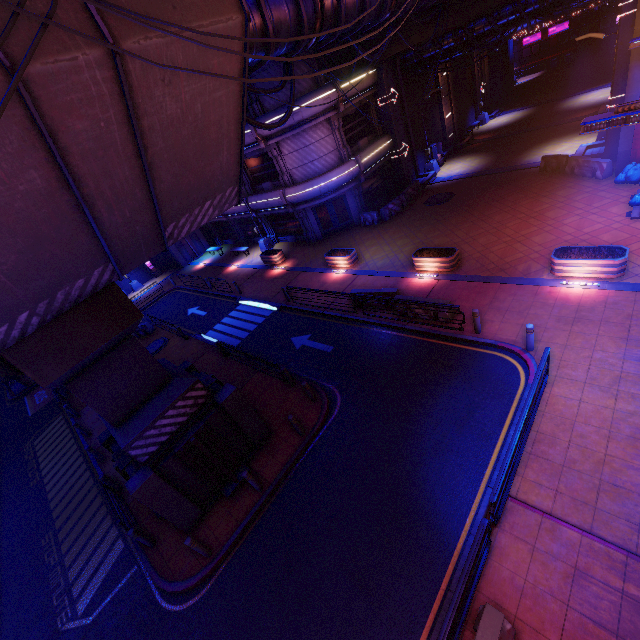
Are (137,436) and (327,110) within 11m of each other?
no

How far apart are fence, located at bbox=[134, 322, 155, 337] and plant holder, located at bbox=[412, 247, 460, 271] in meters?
19.2 m

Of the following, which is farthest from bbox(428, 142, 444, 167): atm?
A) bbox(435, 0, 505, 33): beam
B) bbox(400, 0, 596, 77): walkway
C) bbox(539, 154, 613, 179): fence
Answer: bbox(539, 154, 613, 179): fence

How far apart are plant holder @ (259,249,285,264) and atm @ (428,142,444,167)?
16.1 meters

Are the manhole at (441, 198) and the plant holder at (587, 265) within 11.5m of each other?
yes

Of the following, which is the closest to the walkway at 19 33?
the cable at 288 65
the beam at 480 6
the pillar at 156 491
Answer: the pillar at 156 491

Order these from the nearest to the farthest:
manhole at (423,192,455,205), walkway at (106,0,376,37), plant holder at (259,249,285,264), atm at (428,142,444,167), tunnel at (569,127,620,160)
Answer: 1. walkway at (106,0,376,37)
2. tunnel at (569,127,620,160)
3. manhole at (423,192,455,205)
4. plant holder at (259,249,285,264)
5. atm at (428,142,444,167)

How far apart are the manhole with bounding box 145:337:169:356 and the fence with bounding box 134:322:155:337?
1.3m
